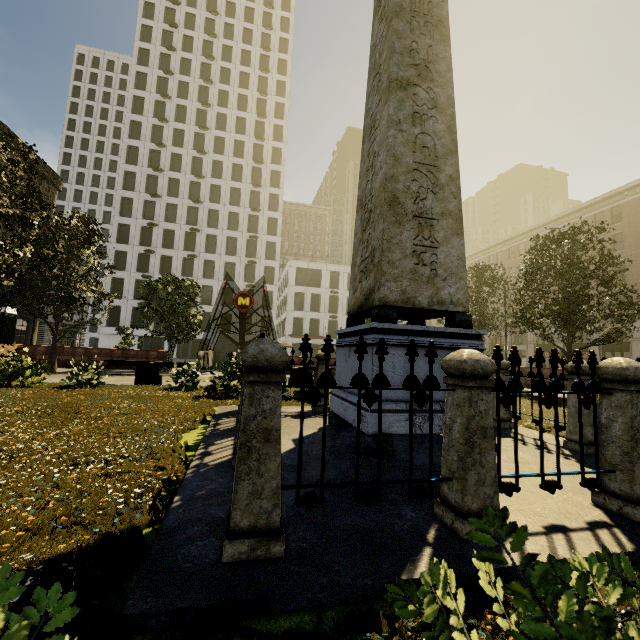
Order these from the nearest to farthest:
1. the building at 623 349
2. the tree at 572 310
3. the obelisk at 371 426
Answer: the obelisk at 371 426
the tree at 572 310
the building at 623 349

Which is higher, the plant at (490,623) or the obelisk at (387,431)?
the obelisk at (387,431)

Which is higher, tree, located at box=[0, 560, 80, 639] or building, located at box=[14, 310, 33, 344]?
building, located at box=[14, 310, 33, 344]

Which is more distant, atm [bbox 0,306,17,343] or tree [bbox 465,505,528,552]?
atm [bbox 0,306,17,343]

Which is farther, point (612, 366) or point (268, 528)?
point (612, 366)

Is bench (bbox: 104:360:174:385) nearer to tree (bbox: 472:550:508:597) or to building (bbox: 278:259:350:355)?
tree (bbox: 472:550:508:597)

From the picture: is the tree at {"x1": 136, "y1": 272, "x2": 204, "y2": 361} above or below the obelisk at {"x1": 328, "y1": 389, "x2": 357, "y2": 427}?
above

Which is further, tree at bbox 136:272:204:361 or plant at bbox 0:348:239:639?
tree at bbox 136:272:204:361
